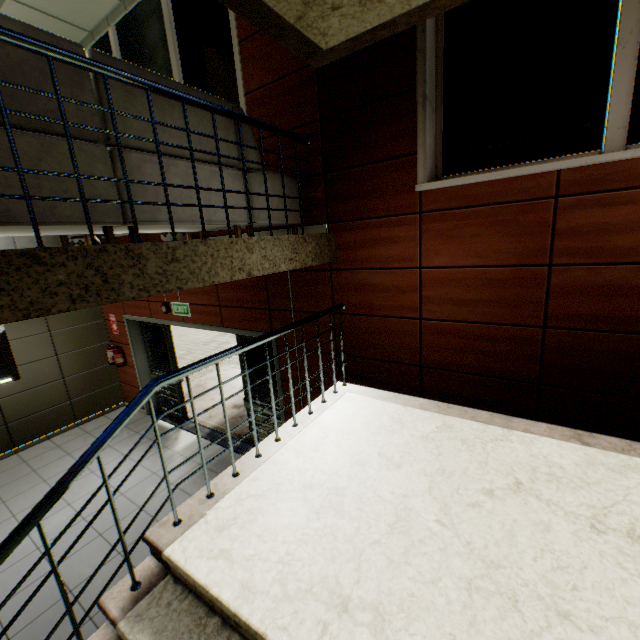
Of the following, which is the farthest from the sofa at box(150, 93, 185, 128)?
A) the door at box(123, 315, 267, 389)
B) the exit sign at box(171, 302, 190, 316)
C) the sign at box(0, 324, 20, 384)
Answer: the sign at box(0, 324, 20, 384)

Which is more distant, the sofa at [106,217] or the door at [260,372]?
the door at [260,372]

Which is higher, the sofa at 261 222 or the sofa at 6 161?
the sofa at 6 161

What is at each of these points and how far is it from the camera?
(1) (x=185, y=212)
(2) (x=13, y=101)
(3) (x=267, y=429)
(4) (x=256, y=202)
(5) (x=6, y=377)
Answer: (1) sofa, 2.4 meters
(2) sofa, 1.6 meters
(3) door, 5.3 meters
(4) sofa, 2.9 meters
(5) sign, 5.8 meters

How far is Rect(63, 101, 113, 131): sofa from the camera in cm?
176

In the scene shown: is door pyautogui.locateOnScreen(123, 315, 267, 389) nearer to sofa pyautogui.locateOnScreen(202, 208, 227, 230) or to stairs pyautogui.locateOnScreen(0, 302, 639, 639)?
stairs pyautogui.locateOnScreen(0, 302, 639, 639)

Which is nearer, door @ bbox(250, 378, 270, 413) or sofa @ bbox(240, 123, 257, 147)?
sofa @ bbox(240, 123, 257, 147)

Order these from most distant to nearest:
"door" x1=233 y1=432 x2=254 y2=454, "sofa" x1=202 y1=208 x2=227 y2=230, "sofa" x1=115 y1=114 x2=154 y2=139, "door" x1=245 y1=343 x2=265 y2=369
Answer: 1. "door" x1=233 y1=432 x2=254 y2=454
2. "door" x1=245 y1=343 x2=265 y2=369
3. "sofa" x1=202 y1=208 x2=227 y2=230
4. "sofa" x1=115 y1=114 x2=154 y2=139
